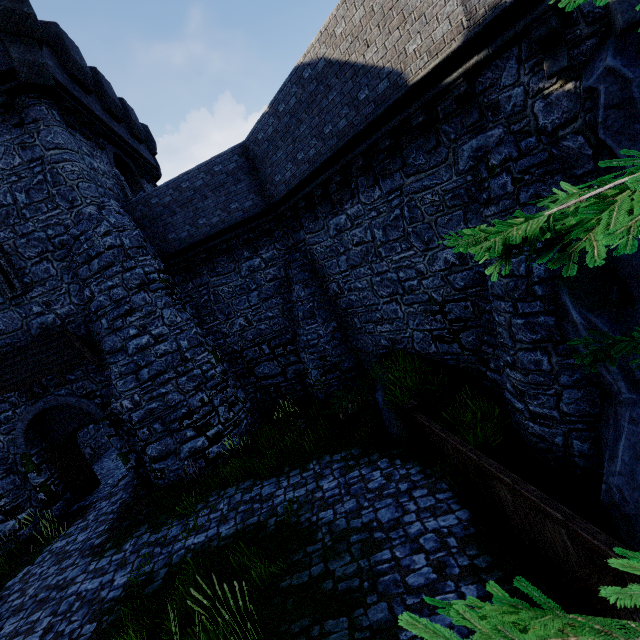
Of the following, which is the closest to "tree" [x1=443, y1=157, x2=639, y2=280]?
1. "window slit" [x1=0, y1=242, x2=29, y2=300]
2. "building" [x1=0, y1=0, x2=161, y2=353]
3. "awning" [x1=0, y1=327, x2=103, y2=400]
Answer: "awning" [x1=0, y1=327, x2=103, y2=400]

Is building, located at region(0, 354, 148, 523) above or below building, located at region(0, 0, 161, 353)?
below

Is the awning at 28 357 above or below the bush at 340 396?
above

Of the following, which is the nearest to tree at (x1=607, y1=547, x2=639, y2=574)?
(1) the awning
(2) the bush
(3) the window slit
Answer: (2) the bush

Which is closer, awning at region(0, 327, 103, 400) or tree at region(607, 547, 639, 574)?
tree at region(607, 547, 639, 574)

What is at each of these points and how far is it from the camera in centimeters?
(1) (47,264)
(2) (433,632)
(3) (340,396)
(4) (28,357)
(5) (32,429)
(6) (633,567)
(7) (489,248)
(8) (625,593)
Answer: (1) building, 1131cm
(2) tree, 78cm
(3) bush, 1127cm
(4) awning, 1121cm
(5) building, 1234cm
(6) tree, 89cm
(7) tree, 192cm
(8) tree, 80cm

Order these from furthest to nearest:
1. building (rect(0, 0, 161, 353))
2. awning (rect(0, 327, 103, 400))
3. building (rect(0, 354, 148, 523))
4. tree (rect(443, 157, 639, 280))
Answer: building (rect(0, 354, 148, 523)) → awning (rect(0, 327, 103, 400)) → building (rect(0, 0, 161, 353)) → tree (rect(443, 157, 639, 280))

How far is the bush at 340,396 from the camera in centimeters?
1108cm
